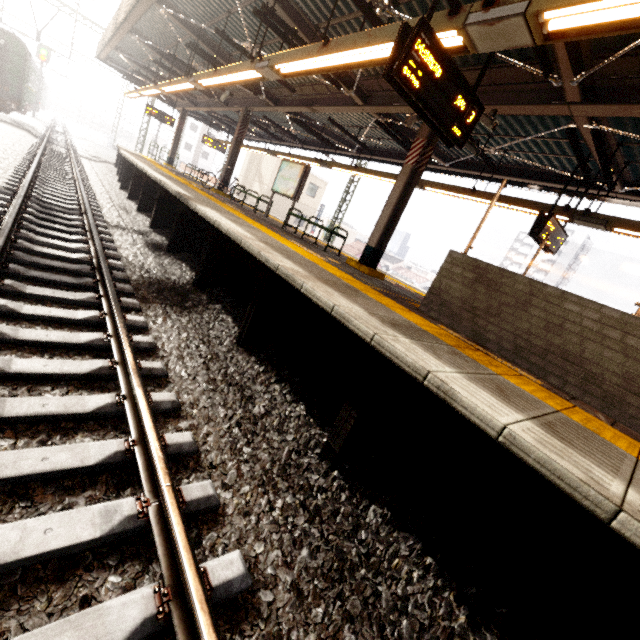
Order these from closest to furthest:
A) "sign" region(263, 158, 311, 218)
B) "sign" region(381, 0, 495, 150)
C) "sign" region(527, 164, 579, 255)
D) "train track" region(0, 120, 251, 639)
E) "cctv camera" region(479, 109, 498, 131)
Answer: "train track" region(0, 120, 251, 639)
"sign" region(381, 0, 495, 150)
"cctv camera" region(479, 109, 498, 131)
"sign" region(527, 164, 579, 255)
"sign" region(263, 158, 311, 218)

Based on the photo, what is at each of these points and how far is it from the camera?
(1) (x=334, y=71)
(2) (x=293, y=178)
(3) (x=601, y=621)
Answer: (1) awning structure, 5.16m
(2) sign, 10.22m
(3) platform underside, 1.82m

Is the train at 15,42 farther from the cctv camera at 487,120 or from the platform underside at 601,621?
the cctv camera at 487,120

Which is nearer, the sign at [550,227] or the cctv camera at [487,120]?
the cctv camera at [487,120]

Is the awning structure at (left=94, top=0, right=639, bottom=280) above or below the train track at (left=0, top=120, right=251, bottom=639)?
above

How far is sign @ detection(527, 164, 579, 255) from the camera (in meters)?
6.58

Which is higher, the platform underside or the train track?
the platform underside

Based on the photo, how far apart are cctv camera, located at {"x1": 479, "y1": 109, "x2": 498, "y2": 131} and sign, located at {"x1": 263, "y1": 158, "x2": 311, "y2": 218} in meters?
5.1
